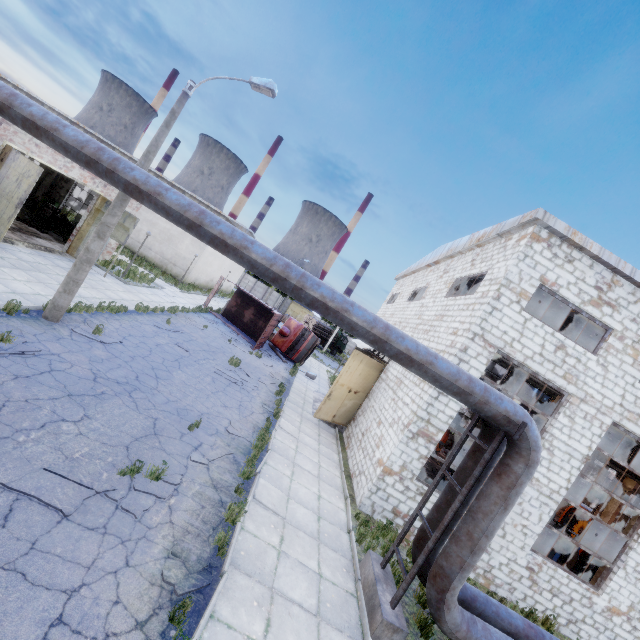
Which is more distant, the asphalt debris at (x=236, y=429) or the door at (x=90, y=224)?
the door at (x=90, y=224)

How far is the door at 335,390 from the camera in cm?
1542

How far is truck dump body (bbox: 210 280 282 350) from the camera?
24.12m

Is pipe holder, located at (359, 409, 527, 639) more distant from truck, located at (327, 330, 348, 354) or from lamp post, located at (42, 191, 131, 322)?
truck, located at (327, 330, 348, 354)

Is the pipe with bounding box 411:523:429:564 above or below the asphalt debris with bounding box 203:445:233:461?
above

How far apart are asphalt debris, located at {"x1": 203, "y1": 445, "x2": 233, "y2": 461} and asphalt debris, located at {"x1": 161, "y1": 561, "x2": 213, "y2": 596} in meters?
2.1

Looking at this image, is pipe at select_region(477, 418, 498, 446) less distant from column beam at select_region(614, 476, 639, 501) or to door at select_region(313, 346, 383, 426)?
door at select_region(313, 346, 383, 426)

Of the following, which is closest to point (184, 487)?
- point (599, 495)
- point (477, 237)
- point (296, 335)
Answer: point (477, 237)
